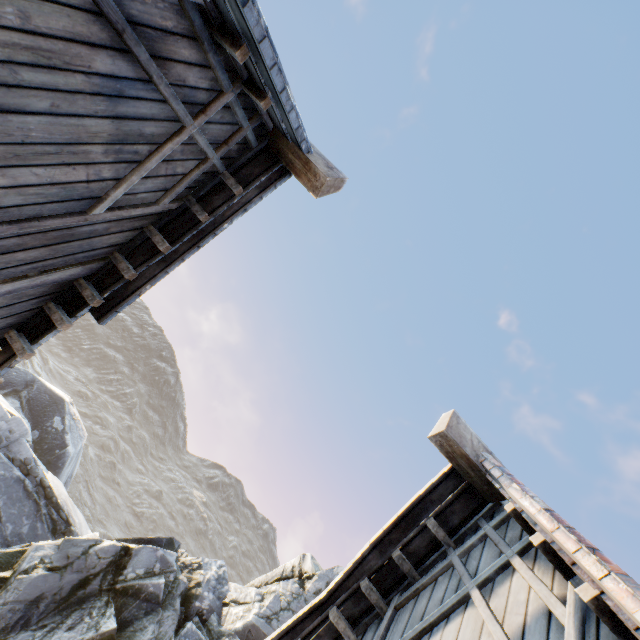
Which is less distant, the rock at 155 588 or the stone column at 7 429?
the rock at 155 588

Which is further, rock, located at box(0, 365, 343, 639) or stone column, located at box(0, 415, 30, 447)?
stone column, located at box(0, 415, 30, 447)

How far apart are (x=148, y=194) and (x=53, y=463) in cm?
2086
